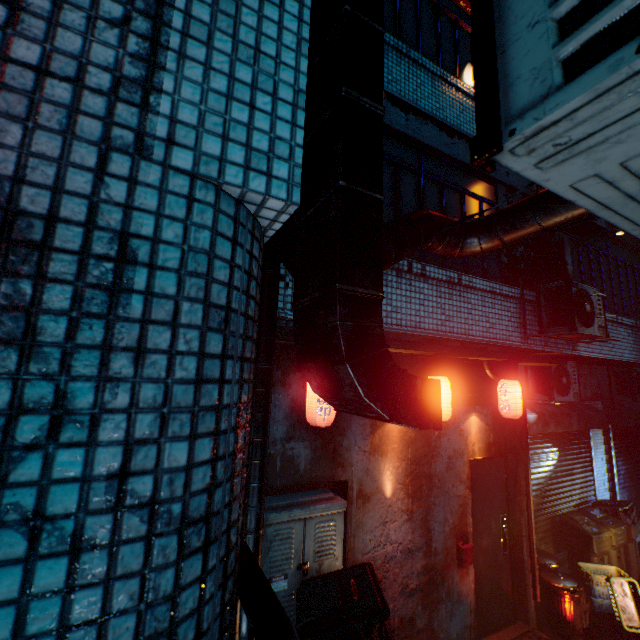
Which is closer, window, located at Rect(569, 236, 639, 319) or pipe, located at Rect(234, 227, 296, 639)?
pipe, located at Rect(234, 227, 296, 639)

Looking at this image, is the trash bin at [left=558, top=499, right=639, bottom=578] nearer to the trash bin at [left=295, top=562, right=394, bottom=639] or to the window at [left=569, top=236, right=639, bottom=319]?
the window at [left=569, top=236, right=639, bottom=319]

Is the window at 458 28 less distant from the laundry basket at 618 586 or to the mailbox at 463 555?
the mailbox at 463 555

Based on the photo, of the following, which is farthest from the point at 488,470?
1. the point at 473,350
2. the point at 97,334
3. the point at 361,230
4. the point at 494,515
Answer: the point at 97,334

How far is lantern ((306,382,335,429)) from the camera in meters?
2.7 m

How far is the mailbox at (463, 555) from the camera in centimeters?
361cm

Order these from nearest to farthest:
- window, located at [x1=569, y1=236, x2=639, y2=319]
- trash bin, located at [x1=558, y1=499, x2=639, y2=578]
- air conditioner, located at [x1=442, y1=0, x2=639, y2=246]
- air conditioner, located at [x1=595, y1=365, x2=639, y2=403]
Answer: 1. air conditioner, located at [x1=442, y1=0, x2=639, y2=246]
2. trash bin, located at [x1=558, y1=499, x2=639, y2=578]
3. window, located at [x1=569, y1=236, x2=639, y2=319]
4. air conditioner, located at [x1=595, y1=365, x2=639, y2=403]

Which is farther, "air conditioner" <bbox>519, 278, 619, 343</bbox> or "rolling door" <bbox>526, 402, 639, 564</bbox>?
"rolling door" <bbox>526, 402, 639, 564</bbox>
